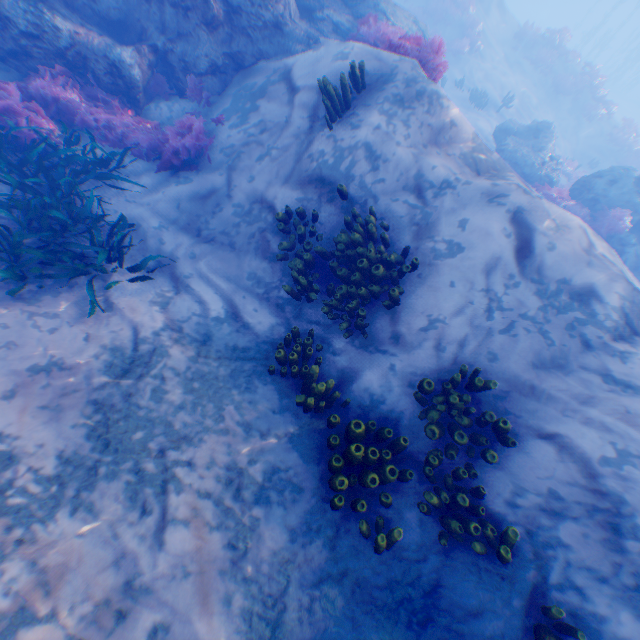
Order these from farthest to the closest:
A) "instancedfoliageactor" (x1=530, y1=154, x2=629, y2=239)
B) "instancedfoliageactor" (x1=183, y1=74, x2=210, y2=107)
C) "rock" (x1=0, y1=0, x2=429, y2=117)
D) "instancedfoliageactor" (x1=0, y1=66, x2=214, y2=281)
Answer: "instancedfoliageactor" (x1=530, y1=154, x2=629, y2=239) → "instancedfoliageactor" (x1=183, y1=74, x2=210, y2=107) → "rock" (x1=0, y1=0, x2=429, y2=117) → "instancedfoliageactor" (x1=0, y1=66, x2=214, y2=281)

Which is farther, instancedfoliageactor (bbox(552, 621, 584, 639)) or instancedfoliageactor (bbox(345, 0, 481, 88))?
instancedfoliageactor (bbox(345, 0, 481, 88))

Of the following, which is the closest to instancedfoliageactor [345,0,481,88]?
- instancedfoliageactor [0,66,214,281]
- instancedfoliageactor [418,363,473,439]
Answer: instancedfoliageactor [0,66,214,281]

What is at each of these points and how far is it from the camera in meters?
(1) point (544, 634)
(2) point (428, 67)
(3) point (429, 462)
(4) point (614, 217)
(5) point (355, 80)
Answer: (1) instancedfoliageactor, 3.1 m
(2) instancedfoliageactor, 6.8 m
(3) instancedfoliageactor, 4.0 m
(4) instancedfoliageactor, 10.9 m
(5) instancedfoliageactor, 5.8 m

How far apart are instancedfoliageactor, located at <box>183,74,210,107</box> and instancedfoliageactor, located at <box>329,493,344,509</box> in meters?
7.9

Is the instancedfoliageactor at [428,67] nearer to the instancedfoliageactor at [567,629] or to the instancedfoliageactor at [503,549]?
the instancedfoliageactor at [503,549]

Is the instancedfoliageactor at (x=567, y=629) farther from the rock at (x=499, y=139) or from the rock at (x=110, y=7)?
the rock at (x=499, y=139)

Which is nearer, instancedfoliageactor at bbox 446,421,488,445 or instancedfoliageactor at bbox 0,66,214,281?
instancedfoliageactor at bbox 446,421,488,445
